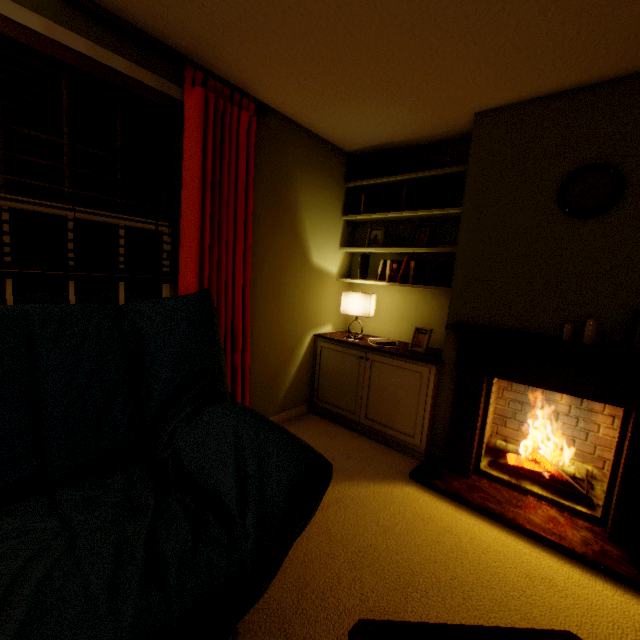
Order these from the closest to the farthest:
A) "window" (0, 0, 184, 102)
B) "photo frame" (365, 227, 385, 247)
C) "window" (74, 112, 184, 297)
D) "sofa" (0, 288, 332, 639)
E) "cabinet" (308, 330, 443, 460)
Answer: "sofa" (0, 288, 332, 639) → "window" (0, 0, 184, 102) → "window" (74, 112, 184, 297) → "cabinet" (308, 330, 443, 460) → "photo frame" (365, 227, 385, 247)

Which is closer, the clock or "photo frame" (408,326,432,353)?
the clock

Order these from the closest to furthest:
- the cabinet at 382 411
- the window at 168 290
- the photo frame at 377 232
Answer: the window at 168 290 → the cabinet at 382 411 → the photo frame at 377 232

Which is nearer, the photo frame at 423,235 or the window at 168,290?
the window at 168,290

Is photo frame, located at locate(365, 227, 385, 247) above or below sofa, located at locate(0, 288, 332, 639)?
above

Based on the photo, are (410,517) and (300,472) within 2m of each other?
yes

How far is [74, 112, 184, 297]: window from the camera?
1.8 meters

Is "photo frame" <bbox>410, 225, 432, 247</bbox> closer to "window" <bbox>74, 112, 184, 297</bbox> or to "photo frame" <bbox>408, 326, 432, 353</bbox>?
"photo frame" <bbox>408, 326, 432, 353</bbox>
